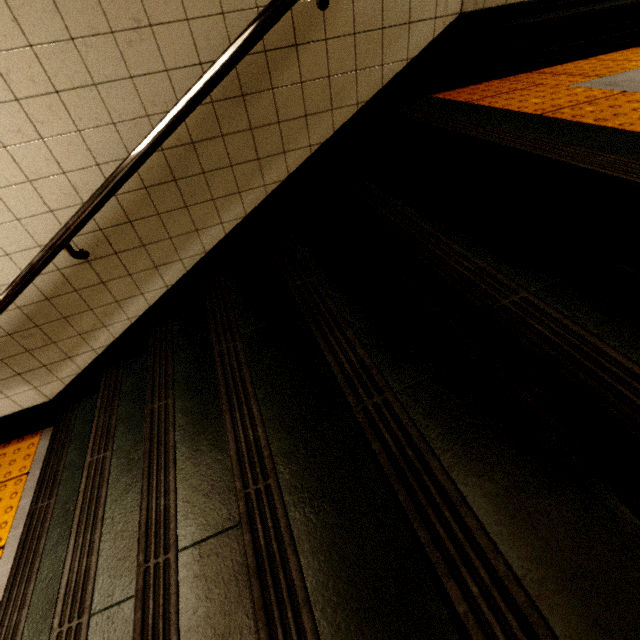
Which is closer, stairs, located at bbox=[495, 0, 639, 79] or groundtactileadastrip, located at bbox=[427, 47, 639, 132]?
groundtactileadastrip, located at bbox=[427, 47, 639, 132]

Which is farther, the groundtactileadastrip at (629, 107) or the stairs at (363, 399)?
the groundtactileadastrip at (629, 107)

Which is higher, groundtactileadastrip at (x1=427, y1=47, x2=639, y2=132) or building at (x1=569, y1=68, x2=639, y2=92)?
groundtactileadastrip at (x1=427, y1=47, x2=639, y2=132)

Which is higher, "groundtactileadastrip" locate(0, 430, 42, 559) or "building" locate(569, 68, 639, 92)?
"building" locate(569, 68, 639, 92)

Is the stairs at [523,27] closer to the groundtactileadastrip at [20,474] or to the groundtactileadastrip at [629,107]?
the groundtactileadastrip at [629,107]

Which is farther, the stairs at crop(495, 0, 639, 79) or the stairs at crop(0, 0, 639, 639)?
the stairs at crop(495, 0, 639, 79)

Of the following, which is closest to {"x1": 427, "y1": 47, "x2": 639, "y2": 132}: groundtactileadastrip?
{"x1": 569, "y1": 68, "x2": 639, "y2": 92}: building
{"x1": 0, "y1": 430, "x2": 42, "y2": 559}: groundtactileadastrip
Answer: {"x1": 569, "y1": 68, "x2": 639, "y2": 92}: building

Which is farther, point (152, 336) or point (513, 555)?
point (152, 336)
